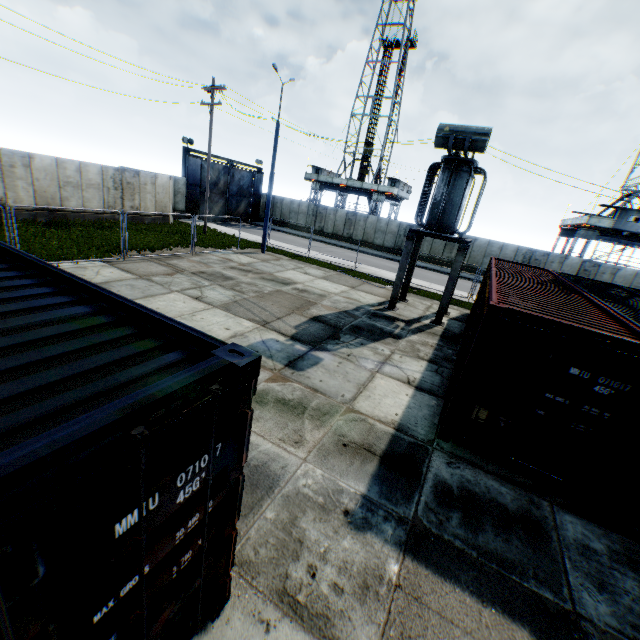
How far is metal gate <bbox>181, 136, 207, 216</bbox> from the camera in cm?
2859

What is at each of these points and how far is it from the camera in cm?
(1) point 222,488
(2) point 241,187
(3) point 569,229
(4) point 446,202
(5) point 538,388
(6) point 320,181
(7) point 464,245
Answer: (1) storage container, 270
(2) metal gate, 3550
(3) landrig, 3803
(4) electrical compensator, 1252
(5) storage container, 566
(6) landrig, 4478
(7) concrete support, 1284

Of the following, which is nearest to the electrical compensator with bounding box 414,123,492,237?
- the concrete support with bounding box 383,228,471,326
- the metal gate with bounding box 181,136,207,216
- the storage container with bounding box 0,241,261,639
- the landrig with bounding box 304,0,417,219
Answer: the concrete support with bounding box 383,228,471,326

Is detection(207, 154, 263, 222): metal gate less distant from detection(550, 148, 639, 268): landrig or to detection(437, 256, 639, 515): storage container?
detection(437, 256, 639, 515): storage container

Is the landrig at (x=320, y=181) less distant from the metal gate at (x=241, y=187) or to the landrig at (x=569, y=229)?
the metal gate at (x=241, y=187)

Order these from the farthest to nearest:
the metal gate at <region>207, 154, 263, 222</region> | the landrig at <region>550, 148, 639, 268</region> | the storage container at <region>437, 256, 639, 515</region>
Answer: the metal gate at <region>207, 154, 263, 222</region> → the landrig at <region>550, 148, 639, 268</region> → the storage container at <region>437, 256, 639, 515</region>

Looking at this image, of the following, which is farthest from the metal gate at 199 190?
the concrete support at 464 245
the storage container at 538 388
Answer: the storage container at 538 388

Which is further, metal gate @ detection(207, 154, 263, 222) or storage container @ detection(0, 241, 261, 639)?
metal gate @ detection(207, 154, 263, 222)
